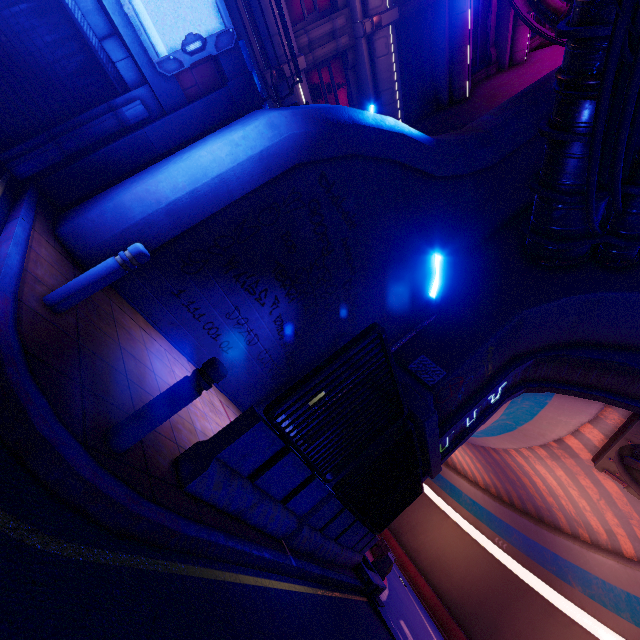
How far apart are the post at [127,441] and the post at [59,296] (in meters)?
1.48

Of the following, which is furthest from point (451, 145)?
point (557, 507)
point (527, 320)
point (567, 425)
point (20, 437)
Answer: point (557, 507)

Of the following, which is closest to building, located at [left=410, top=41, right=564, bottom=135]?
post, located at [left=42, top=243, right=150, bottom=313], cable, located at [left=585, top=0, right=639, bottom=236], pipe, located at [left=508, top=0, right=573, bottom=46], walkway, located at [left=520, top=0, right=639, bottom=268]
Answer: pipe, located at [left=508, top=0, right=573, bottom=46]

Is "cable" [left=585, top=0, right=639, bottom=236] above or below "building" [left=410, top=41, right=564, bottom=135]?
below

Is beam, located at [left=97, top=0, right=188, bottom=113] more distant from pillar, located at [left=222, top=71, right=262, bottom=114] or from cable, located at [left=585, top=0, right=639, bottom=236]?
cable, located at [left=585, top=0, right=639, bottom=236]

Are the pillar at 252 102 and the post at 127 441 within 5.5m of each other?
no

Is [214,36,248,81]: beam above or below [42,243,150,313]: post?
above

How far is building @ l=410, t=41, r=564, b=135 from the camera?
15.4m
